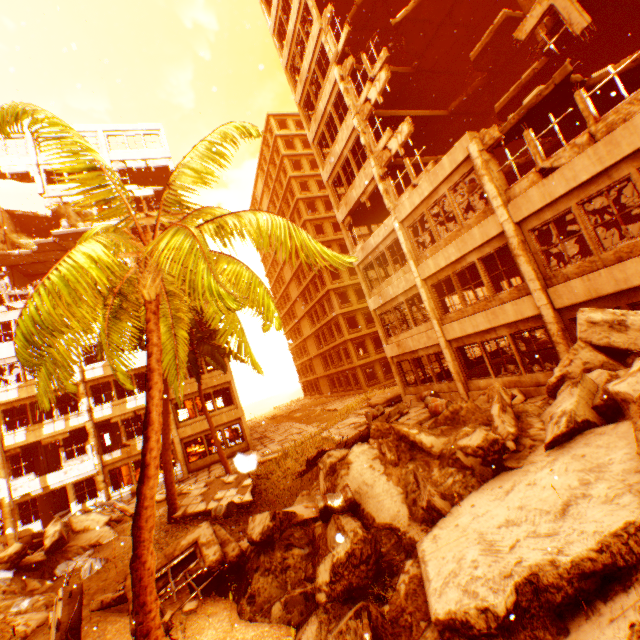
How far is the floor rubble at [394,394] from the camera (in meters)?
19.08

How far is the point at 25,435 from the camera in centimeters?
2114cm

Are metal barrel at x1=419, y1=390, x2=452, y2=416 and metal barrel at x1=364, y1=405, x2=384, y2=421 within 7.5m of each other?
yes

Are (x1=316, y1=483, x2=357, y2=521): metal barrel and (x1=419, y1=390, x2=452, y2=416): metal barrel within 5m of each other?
no

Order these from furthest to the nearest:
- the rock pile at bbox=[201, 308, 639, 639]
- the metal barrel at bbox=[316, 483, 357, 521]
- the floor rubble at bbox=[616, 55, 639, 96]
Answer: the floor rubble at bbox=[616, 55, 639, 96] < the metal barrel at bbox=[316, 483, 357, 521] < the rock pile at bbox=[201, 308, 639, 639]

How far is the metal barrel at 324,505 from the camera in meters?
7.0 m

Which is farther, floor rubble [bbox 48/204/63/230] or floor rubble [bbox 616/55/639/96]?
floor rubble [bbox 48/204/63/230]

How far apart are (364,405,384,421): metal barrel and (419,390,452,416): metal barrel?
2.4 meters
